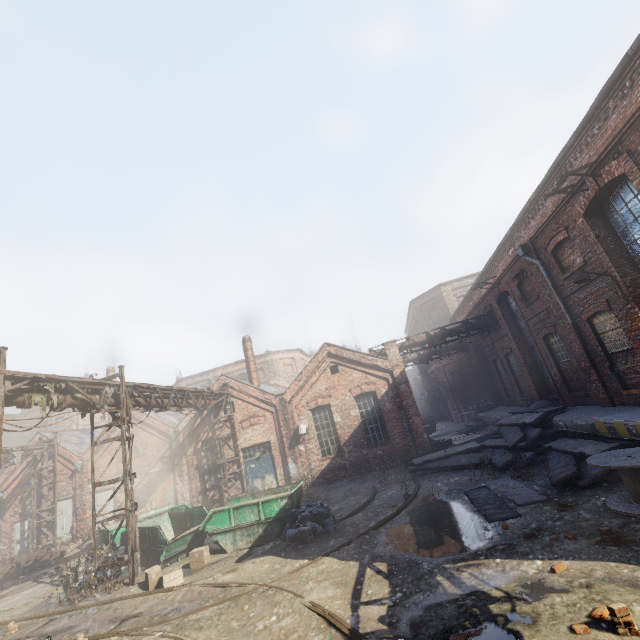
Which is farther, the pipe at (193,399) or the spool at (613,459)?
the pipe at (193,399)

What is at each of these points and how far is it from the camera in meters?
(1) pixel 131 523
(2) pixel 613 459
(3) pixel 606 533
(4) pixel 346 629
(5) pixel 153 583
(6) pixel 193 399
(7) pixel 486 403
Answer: (1) scaffolding, 10.4
(2) spool, 7.0
(3) instancedfoliageactor, 5.7
(4) track, 5.1
(5) carton, 9.4
(6) pipe, 16.1
(7) trash bag, 23.2

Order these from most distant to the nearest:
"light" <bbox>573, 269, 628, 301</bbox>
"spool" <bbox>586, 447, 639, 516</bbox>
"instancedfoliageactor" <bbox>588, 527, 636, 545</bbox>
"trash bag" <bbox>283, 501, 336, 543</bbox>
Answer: A: "trash bag" <bbox>283, 501, 336, 543</bbox>, "light" <bbox>573, 269, 628, 301</bbox>, "spool" <bbox>586, 447, 639, 516</bbox>, "instancedfoliageactor" <bbox>588, 527, 636, 545</bbox>

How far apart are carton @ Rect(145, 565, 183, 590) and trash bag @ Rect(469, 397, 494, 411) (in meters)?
20.97

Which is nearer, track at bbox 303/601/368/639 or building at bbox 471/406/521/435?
track at bbox 303/601/368/639

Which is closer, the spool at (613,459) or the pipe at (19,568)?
the spool at (613,459)

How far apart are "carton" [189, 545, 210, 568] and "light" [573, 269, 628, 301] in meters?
14.1

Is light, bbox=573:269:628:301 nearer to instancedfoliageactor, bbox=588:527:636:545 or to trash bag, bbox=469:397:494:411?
instancedfoliageactor, bbox=588:527:636:545
